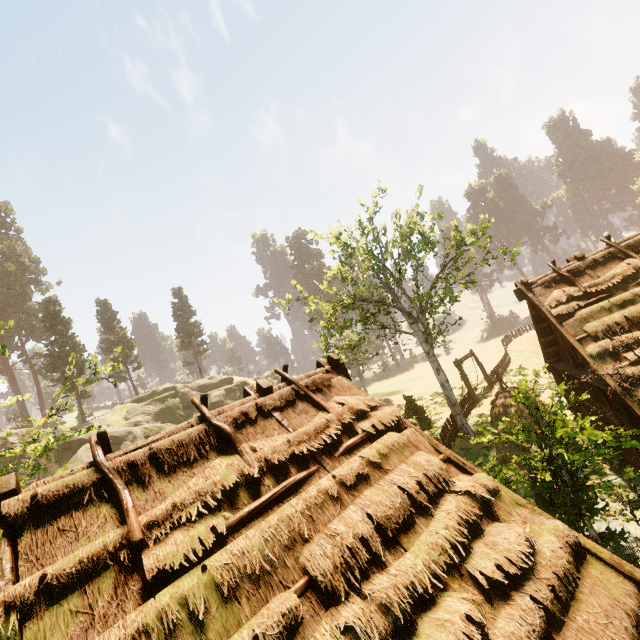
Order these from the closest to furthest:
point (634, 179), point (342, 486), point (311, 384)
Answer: point (342, 486) < point (311, 384) < point (634, 179)

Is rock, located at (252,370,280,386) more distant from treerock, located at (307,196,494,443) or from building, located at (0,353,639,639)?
building, located at (0,353,639,639)

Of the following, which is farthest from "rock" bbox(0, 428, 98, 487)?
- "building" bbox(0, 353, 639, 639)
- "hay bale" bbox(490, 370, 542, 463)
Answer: "hay bale" bbox(490, 370, 542, 463)

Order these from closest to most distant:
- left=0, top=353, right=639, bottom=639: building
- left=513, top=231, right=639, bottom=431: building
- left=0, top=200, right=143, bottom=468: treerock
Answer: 1. left=0, top=353, right=639, bottom=639: building
2. left=0, top=200, right=143, bottom=468: treerock
3. left=513, top=231, right=639, bottom=431: building

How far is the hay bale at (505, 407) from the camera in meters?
14.4

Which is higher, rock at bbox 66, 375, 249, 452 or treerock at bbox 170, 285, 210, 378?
treerock at bbox 170, 285, 210, 378

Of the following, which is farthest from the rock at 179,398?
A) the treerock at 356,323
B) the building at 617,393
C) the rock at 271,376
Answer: the building at 617,393
